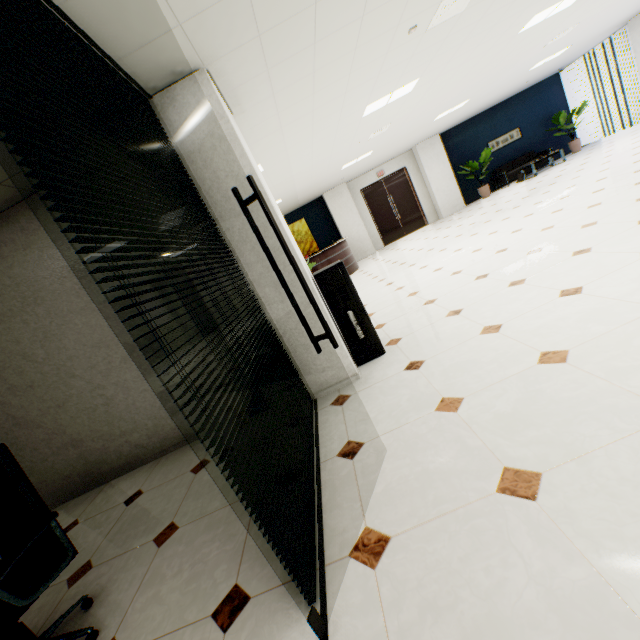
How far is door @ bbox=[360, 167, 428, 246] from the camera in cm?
1314

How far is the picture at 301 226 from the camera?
13.3 meters

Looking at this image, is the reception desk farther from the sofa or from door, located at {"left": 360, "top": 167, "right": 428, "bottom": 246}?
the sofa

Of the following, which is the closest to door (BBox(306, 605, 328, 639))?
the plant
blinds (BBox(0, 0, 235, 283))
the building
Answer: blinds (BBox(0, 0, 235, 283))

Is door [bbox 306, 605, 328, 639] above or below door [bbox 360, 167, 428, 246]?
below

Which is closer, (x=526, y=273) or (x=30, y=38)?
(x=30, y=38)

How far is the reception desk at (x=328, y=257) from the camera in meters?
9.8 m

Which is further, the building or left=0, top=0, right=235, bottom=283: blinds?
the building
